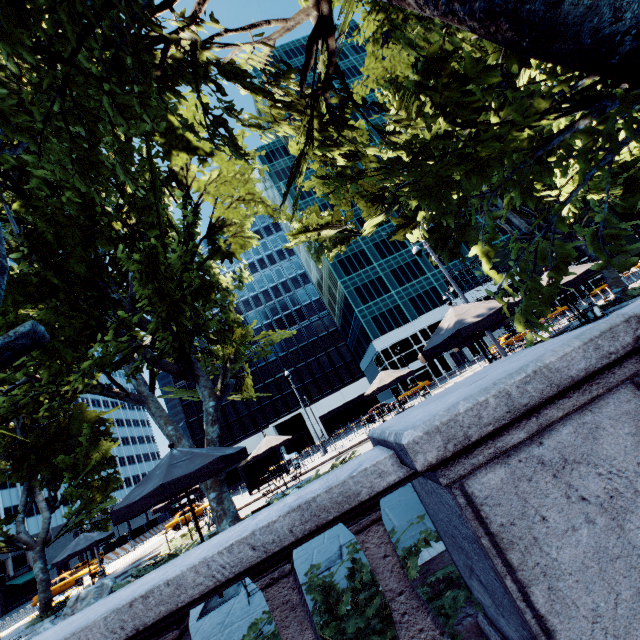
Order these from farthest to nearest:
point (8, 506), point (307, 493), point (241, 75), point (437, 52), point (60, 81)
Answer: point (8, 506) < point (241, 75) < point (60, 81) < point (437, 52) < point (307, 493)

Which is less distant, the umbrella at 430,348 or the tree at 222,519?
the umbrella at 430,348

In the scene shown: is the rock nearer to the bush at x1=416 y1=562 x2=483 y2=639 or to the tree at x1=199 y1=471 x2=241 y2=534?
the tree at x1=199 y1=471 x2=241 y2=534

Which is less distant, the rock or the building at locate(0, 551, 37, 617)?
the rock

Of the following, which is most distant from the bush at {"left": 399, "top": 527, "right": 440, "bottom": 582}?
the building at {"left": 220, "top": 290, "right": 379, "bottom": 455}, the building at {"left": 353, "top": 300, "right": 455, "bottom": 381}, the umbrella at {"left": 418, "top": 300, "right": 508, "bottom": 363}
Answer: the building at {"left": 353, "top": 300, "right": 455, "bottom": 381}

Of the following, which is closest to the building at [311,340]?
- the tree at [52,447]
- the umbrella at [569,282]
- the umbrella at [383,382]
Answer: the tree at [52,447]

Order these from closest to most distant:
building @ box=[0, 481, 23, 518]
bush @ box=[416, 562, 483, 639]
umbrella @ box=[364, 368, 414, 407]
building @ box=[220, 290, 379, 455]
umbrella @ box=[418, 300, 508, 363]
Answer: bush @ box=[416, 562, 483, 639], umbrella @ box=[418, 300, 508, 363], umbrella @ box=[364, 368, 414, 407], building @ box=[0, 481, 23, 518], building @ box=[220, 290, 379, 455]

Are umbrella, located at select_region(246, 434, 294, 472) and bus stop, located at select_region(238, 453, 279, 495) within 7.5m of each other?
yes
